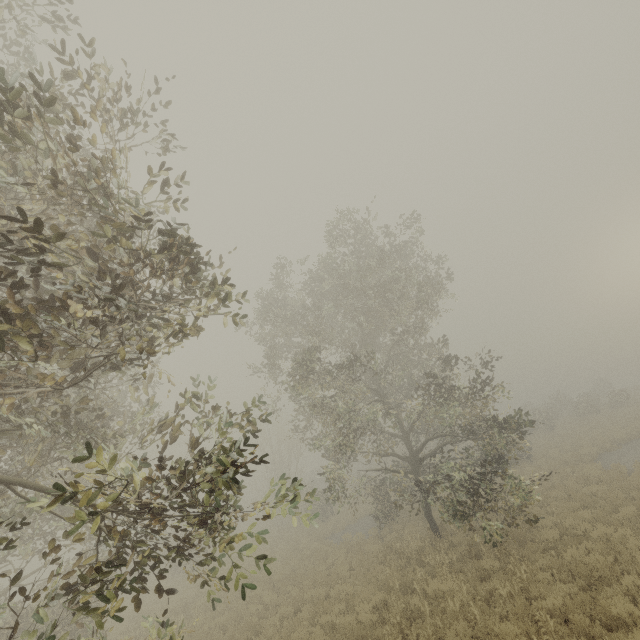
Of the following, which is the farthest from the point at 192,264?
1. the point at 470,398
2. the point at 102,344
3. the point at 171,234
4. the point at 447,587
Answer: the point at 447,587
